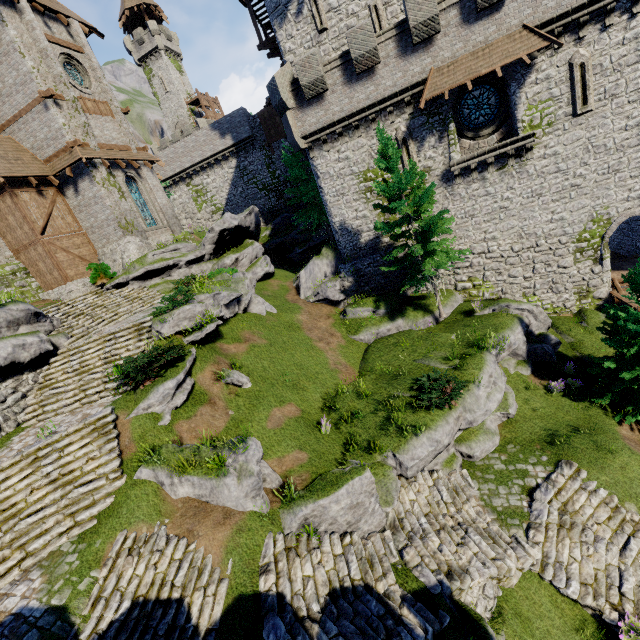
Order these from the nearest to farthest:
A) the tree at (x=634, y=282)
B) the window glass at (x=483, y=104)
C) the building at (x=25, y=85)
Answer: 1. the tree at (x=634, y=282)
2. the window glass at (x=483, y=104)
3. the building at (x=25, y=85)

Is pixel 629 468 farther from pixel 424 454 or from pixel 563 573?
pixel 424 454

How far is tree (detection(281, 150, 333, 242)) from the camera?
26.9m

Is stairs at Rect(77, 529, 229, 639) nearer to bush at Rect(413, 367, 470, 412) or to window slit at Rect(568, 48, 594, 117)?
bush at Rect(413, 367, 470, 412)

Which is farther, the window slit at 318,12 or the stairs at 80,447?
the window slit at 318,12

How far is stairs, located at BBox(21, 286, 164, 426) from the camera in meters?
12.7

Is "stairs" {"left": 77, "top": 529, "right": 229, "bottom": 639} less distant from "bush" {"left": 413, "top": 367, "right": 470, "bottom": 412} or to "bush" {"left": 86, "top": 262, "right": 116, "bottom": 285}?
"bush" {"left": 413, "top": 367, "right": 470, "bottom": 412}

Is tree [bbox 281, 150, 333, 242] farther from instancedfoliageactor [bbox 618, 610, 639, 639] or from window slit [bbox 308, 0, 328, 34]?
instancedfoliageactor [bbox 618, 610, 639, 639]
